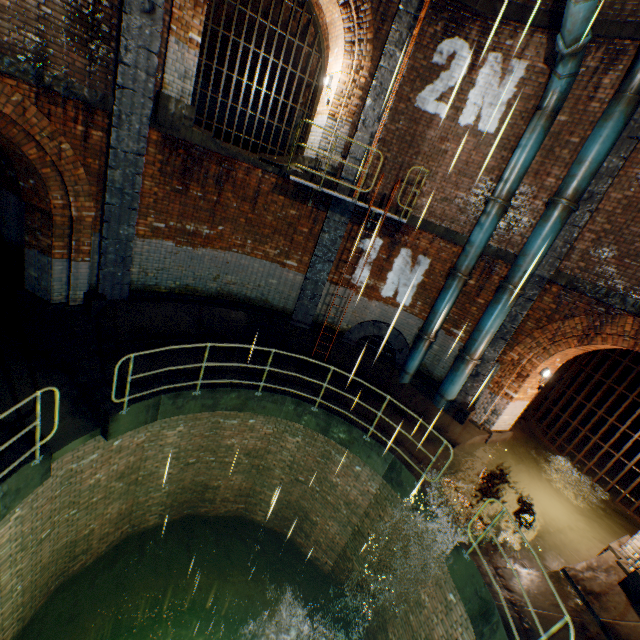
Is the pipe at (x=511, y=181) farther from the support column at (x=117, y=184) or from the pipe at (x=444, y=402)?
the support column at (x=117, y=184)

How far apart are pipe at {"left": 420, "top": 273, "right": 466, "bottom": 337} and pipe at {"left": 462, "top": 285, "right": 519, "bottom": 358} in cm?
79

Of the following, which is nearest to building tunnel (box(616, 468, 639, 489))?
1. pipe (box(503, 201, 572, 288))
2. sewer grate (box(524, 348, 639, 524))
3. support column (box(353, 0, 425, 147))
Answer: sewer grate (box(524, 348, 639, 524))

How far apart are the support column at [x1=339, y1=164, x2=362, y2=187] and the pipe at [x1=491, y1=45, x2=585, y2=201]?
3.0m

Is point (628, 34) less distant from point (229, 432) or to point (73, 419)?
point (229, 432)

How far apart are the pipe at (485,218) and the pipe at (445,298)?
0.1 meters

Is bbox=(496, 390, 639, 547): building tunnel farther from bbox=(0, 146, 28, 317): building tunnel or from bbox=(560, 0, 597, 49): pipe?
bbox=(0, 146, 28, 317): building tunnel

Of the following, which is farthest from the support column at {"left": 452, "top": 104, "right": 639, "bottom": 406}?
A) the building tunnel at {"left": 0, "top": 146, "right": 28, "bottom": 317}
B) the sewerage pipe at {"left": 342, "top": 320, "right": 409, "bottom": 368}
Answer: the building tunnel at {"left": 0, "top": 146, "right": 28, "bottom": 317}
